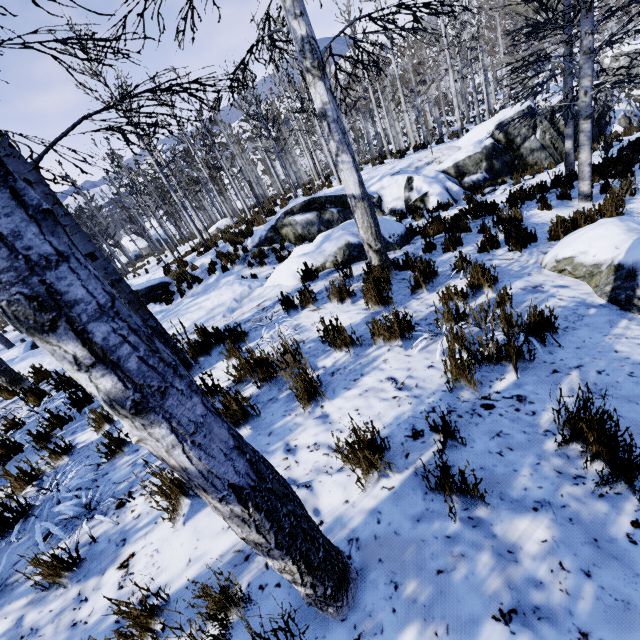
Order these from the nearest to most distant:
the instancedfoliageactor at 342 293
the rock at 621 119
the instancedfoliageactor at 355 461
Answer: the instancedfoliageactor at 355 461 < the instancedfoliageactor at 342 293 < the rock at 621 119

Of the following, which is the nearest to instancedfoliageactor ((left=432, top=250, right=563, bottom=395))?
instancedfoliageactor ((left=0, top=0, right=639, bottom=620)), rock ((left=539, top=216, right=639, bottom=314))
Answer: instancedfoliageactor ((left=0, top=0, right=639, bottom=620))

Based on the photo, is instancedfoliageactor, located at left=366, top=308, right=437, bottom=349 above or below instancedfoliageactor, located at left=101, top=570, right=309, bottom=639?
below

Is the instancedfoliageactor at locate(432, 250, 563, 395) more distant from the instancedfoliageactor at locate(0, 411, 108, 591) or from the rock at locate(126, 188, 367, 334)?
the rock at locate(126, 188, 367, 334)

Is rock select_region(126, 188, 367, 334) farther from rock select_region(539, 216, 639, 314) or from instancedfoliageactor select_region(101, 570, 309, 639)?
rock select_region(539, 216, 639, 314)

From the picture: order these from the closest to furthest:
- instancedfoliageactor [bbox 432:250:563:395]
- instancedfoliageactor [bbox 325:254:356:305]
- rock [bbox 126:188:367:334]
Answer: instancedfoliageactor [bbox 432:250:563:395], instancedfoliageactor [bbox 325:254:356:305], rock [bbox 126:188:367:334]

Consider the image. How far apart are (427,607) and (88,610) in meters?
2.0 m

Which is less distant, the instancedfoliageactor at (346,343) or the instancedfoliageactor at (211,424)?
the instancedfoliageactor at (211,424)
